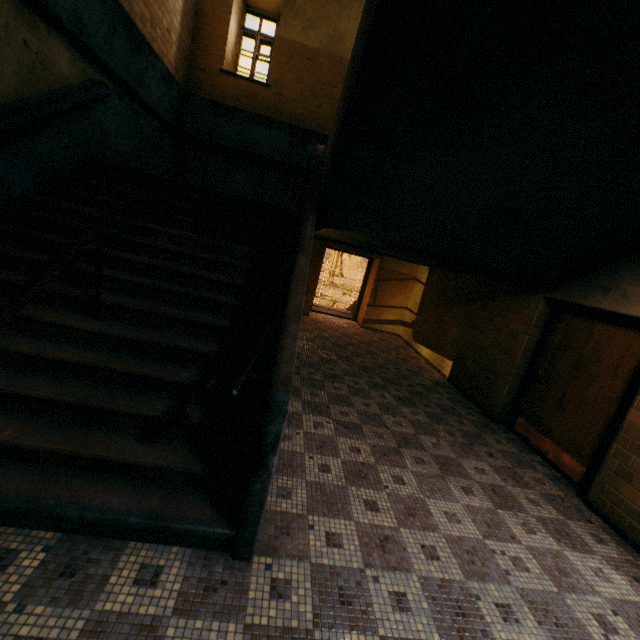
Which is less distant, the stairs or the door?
the stairs

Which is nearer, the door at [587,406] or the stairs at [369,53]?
the stairs at [369,53]

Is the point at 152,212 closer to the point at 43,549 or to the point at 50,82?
the point at 50,82
